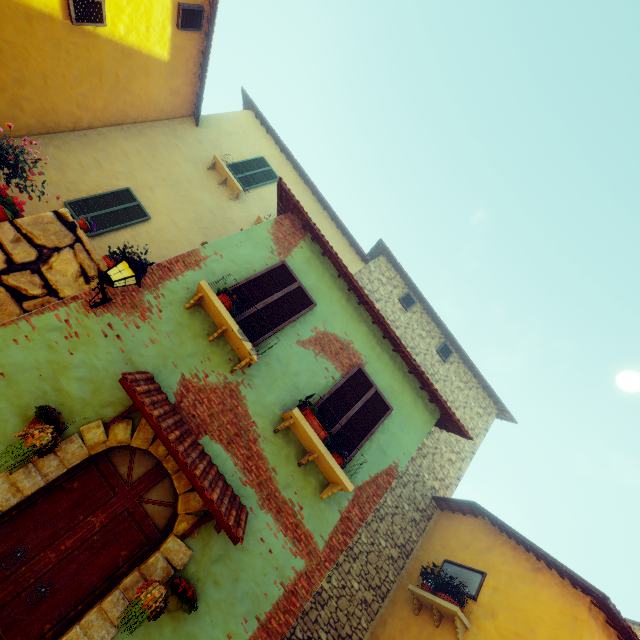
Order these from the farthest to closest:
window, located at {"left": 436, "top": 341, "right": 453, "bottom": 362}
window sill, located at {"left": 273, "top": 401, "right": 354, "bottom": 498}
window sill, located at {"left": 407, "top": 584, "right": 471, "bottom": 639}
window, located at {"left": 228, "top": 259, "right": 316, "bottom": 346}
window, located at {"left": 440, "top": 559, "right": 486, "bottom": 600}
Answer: window, located at {"left": 436, "top": 341, "right": 453, "bottom": 362} → window, located at {"left": 440, "top": 559, "right": 486, "bottom": 600} → window sill, located at {"left": 407, "top": 584, "right": 471, "bottom": 639} → window, located at {"left": 228, "top": 259, "right": 316, "bottom": 346} → window sill, located at {"left": 273, "top": 401, "right": 354, "bottom": 498}

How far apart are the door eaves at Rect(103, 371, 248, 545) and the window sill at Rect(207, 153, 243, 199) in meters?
7.7 m

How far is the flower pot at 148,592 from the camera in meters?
3.3 m

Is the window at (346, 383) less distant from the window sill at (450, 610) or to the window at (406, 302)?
the window sill at (450, 610)

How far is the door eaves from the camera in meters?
3.8 m

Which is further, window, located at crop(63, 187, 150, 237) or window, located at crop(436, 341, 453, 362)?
window, located at crop(436, 341, 453, 362)

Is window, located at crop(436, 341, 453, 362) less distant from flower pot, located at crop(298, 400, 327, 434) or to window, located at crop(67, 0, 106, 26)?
window, located at crop(67, 0, 106, 26)

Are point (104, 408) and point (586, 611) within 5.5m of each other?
no
